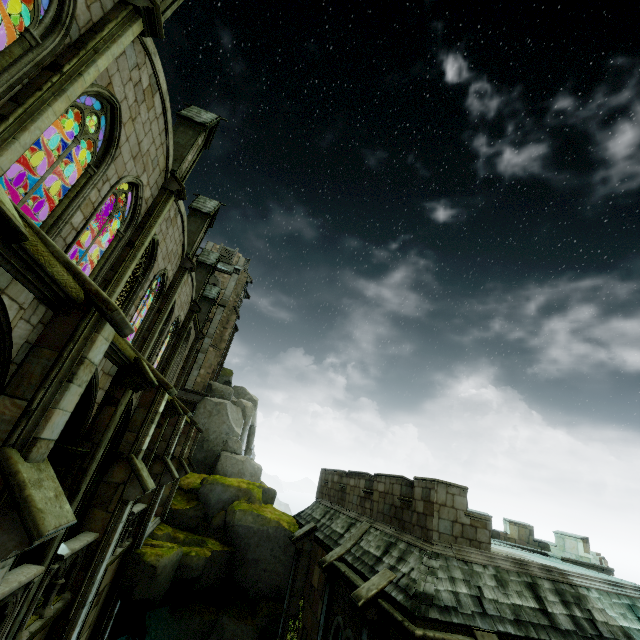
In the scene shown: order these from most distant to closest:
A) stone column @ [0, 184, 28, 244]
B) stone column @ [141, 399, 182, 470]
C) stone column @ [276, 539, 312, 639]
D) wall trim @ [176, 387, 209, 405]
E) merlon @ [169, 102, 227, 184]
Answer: wall trim @ [176, 387, 209, 405] < stone column @ [276, 539, 312, 639] < merlon @ [169, 102, 227, 184] < stone column @ [141, 399, 182, 470] < stone column @ [0, 184, 28, 244]

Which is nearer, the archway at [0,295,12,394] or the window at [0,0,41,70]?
the archway at [0,295,12,394]

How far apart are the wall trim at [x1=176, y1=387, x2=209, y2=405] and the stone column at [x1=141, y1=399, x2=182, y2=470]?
16.9m

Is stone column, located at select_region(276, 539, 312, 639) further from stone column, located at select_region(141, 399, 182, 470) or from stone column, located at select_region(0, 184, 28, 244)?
stone column, located at select_region(0, 184, 28, 244)

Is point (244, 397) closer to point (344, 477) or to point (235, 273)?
point (235, 273)

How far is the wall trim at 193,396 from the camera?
29.05m

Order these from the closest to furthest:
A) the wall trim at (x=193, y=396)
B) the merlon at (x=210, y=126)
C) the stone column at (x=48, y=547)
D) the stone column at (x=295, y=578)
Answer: the stone column at (x=48, y=547), the merlon at (x=210, y=126), the stone column at (x=295, y=578), the wall trim at (x=193, y=396)

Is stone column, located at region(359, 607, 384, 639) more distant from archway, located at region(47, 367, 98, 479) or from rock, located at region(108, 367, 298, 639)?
archway, located at region(47, 367, 98, 479)
